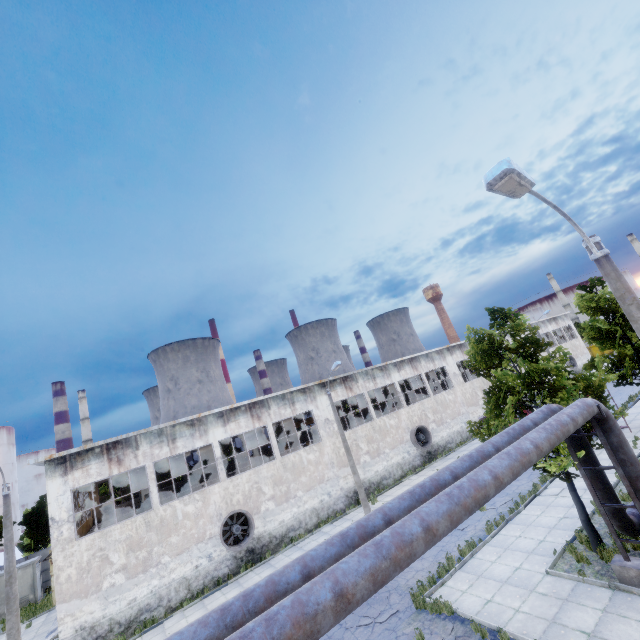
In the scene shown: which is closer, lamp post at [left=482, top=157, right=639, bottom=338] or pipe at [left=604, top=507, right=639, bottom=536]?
lamp post at [left=482, top=157, right=639, bottom=338]

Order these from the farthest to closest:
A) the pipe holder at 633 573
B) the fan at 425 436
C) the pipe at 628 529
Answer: the fan at 425 436, the pipe at 628 529, the pipe holder at 633 573

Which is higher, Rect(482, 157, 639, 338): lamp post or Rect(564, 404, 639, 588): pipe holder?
Rect(482, 157, 639, 338): lamp post

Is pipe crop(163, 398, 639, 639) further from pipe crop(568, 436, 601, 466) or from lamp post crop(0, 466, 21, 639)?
lamp post crop(0, 466, 21, 639)

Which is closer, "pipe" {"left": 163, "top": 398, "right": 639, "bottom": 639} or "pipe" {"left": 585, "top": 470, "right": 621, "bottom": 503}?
"pipe" {"left": 163, "top": 398, "right": 639, "bottom": 639}

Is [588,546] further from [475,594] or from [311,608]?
[311,608]

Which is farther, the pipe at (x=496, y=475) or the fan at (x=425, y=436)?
the fan at (x=425, y=436)

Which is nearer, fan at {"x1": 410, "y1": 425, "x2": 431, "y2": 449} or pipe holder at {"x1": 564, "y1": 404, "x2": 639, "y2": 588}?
pipe holder at {"x1": 564, "y1": 404, "x2": 639, "y2": 588}
